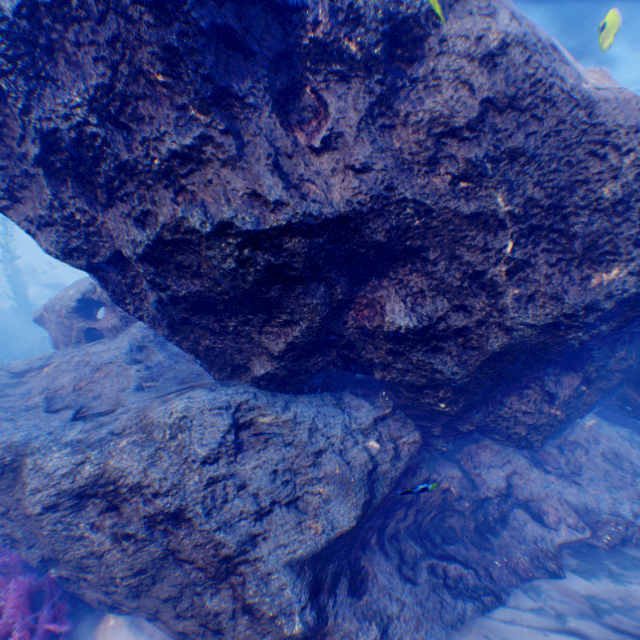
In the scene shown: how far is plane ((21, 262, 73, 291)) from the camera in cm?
2433

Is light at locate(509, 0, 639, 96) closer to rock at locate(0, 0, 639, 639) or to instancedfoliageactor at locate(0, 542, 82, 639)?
rock at locate(0, 0, 639, 639)

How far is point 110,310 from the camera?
6.97m

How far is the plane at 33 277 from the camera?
24.3m

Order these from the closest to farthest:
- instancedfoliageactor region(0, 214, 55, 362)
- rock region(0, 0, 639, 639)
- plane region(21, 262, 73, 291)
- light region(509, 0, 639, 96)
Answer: rock region(0, 0, 639, 639)
light region(509, 0, 639, 96)
instancedfoliageactor region(0, 214, 55, 362)
plane region(21, 262, 73, 291)

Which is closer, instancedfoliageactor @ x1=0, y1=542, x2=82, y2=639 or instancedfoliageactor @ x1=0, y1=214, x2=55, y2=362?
instancedfoliageactor @ x1=0, y1=542, x2=82, y2=639

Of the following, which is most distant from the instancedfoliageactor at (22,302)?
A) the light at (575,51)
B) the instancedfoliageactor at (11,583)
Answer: the instancedfoliageactor at (11,583)

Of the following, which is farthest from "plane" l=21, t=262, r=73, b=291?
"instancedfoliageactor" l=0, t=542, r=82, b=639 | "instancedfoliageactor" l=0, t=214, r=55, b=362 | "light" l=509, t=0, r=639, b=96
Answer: "instancedfoliageactor" l=0, t=542, r=82, b=639
